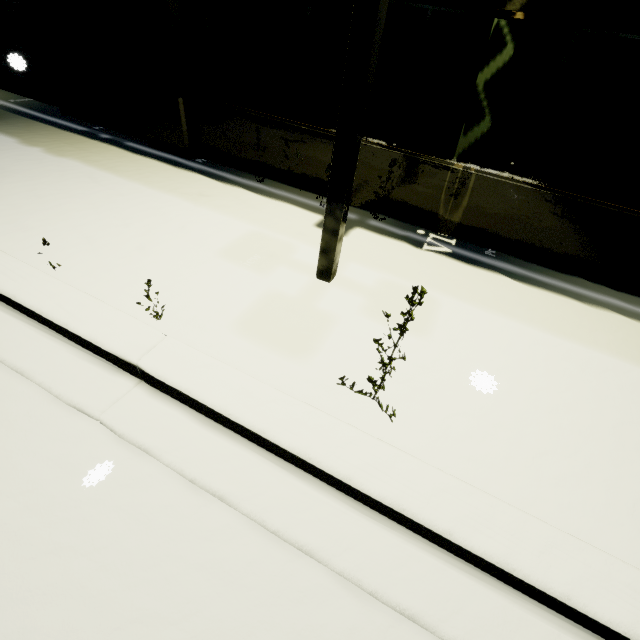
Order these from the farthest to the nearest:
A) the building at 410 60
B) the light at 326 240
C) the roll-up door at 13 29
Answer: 1. the roll-up door at 13 29
2. the building at 410 60
3. the light at 326 240

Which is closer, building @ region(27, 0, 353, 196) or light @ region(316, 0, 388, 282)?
light @ region(316, 0, 388, 282)

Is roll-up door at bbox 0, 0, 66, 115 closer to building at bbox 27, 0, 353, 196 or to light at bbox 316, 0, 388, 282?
building at bbox 27, 0, 353, 196

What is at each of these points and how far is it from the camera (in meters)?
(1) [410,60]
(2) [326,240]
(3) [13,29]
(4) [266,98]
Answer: (1) building, 3.88
(2) light, 3.24
(3) roll-up door, 6.39
(4) building, 4.89

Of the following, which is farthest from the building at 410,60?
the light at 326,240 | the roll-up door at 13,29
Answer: the light at 326,240

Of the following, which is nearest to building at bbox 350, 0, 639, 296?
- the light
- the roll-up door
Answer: the roll-up door
